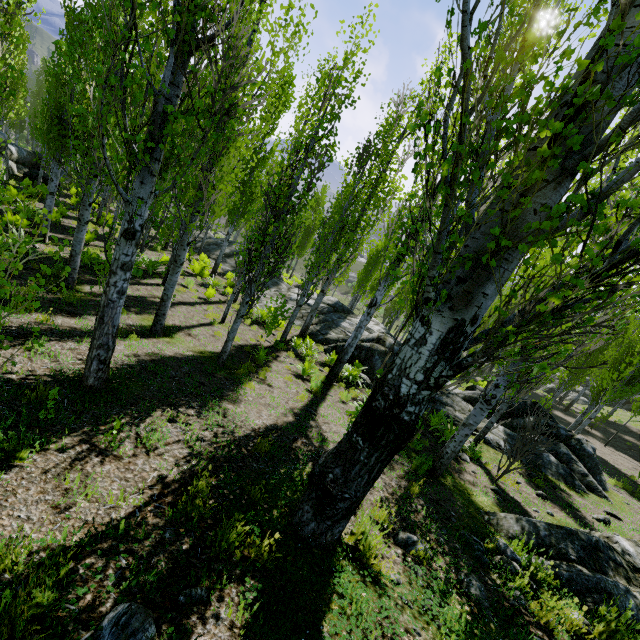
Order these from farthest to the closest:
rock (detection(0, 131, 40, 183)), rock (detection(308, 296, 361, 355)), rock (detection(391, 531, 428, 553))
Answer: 1. rock (detection(0, 131, 40, 183))
2. rock (detection(308, 296, 361, 355))
3. rock (detection(391, 531, 428, 553))

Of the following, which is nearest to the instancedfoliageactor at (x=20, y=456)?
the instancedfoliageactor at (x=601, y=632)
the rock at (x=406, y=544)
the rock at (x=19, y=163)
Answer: the rock at (x=19, y=163)

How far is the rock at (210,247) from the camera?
24.1 meters

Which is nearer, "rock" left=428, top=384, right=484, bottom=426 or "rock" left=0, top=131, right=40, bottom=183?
"rock" left=428, top=384, right=484, bottom=426

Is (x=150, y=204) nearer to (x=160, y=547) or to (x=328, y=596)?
(x=160, y=547)

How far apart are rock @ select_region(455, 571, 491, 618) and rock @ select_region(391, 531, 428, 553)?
0.32m

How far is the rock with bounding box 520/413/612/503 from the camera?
10.82m

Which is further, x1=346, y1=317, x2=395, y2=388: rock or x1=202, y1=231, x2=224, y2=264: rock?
x1=202, y1=231, x2=224, y2=264: rock
